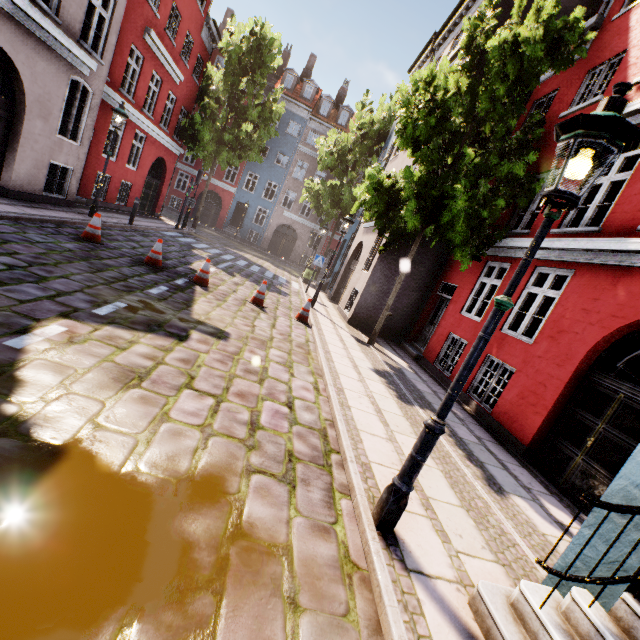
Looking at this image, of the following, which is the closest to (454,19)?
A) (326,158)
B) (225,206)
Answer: (326,158)

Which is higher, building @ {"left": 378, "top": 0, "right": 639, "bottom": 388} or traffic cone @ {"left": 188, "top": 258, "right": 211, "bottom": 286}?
building @ {"left": 378, "top": 0, "right": 639, "bottom": 388}

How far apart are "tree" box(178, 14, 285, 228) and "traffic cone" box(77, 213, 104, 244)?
14.3 meters

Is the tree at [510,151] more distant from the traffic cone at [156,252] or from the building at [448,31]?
the traffic cone at [156,252]

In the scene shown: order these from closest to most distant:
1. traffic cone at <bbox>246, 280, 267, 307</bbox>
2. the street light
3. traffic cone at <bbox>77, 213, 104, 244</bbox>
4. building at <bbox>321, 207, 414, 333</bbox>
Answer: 1. the street light
2. traffic cone at <bbox>77, 213, 104, 244</bbox>
3. traffic cone at <bbox>246, 280, 267, 307</bbox>
4. building at <bbox>321, 207, 414, 333</bbox>

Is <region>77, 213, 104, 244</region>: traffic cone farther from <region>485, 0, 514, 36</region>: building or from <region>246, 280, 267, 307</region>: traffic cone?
<region>246, 280, 267, 307</region>: traffic cone

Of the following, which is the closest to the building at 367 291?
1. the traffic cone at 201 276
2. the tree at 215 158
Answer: the tree at 215 158

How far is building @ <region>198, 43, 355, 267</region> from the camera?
30.62m
